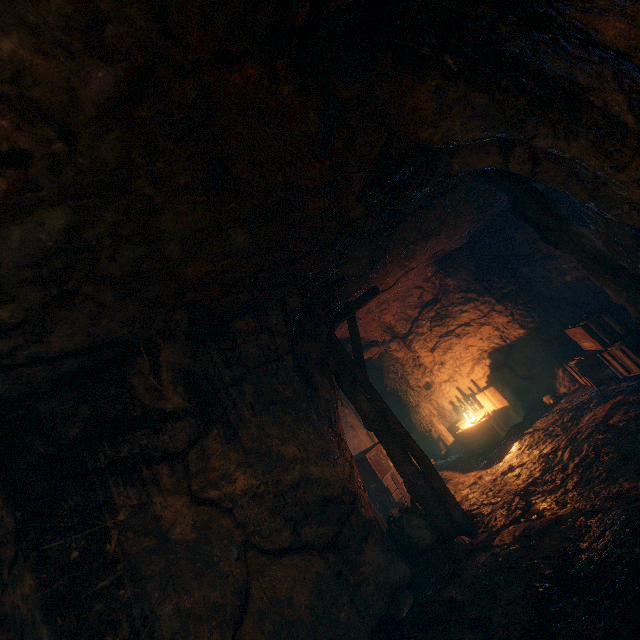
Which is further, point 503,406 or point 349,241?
point 503,406

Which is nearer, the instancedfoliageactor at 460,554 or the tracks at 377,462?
the instancedfoliageactor at 460,554

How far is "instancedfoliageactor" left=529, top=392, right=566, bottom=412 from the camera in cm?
750

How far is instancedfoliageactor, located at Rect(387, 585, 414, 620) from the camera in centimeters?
424cm

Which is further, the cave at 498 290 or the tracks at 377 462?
the tracks at 377 462

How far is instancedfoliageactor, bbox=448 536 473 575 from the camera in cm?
414

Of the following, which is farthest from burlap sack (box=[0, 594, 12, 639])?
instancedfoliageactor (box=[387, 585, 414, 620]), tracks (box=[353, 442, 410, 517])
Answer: tracks (box=[353, 442, 410, 517])

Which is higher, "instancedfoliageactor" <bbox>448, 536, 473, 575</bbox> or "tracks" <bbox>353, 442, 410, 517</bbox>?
"tracks" <bbox>353, 442, 410, 517</bbox>
